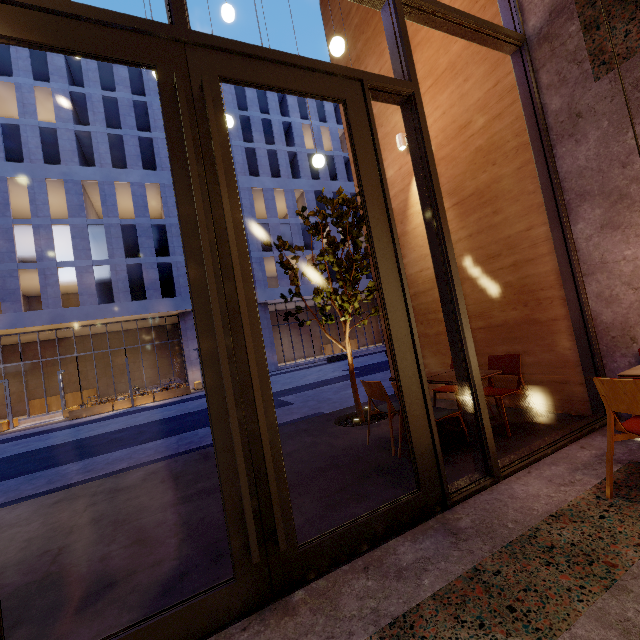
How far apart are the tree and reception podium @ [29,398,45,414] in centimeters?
2705cm

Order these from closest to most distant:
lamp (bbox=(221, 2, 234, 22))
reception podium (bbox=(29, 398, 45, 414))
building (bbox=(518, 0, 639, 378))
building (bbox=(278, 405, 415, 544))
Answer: building (bbox=(278, 405, 415, 544)) → building (bbox=(518, 0, 639, 378)) → lamp (bbox=(221, 2, 234, 22)) → reception podium (bbox=(29, 398, 45, 414))

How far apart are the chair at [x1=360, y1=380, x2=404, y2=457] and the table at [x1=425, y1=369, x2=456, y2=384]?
0.31m

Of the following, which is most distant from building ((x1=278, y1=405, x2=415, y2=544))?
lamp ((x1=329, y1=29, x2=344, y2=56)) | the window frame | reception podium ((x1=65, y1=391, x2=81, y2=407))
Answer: reception podium ((x1=65, y1=391, x2=81, y2=407))

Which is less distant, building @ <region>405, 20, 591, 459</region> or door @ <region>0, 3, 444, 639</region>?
door @ <region>0, 3, 444, 639</region>

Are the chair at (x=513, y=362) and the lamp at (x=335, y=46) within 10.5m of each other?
yes

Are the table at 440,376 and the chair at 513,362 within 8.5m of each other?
yes

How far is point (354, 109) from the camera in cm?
265
